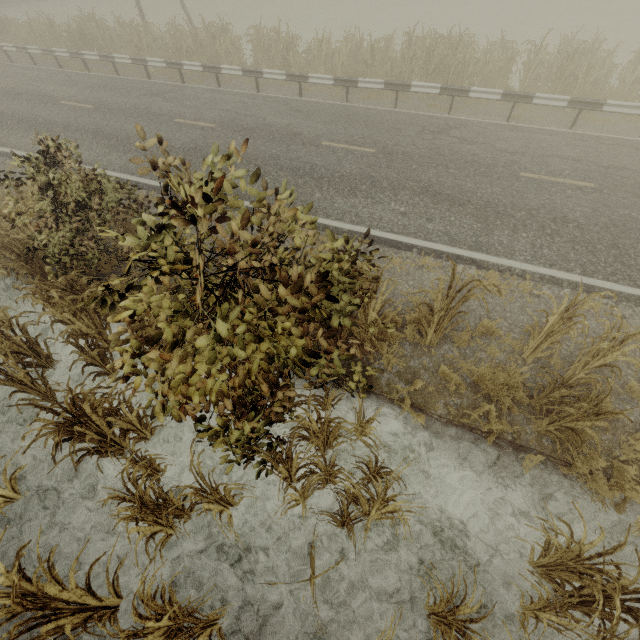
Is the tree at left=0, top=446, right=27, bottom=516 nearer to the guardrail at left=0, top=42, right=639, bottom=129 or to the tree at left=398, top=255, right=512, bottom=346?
the tree at left=398, top=255, right=512, bottom=346

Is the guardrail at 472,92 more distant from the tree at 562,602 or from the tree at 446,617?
the tree at 446,617

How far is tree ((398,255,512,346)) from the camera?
4.5 meters

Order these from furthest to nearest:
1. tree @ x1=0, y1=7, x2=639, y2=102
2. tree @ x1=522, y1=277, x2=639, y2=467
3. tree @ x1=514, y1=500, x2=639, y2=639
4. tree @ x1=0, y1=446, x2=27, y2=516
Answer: tree @ x1=0, y1=7, x2=639, y2=102
tree @ x1=0, y1=446, x2=27, y2=516
tree @ x1=522, y1=277, x2=639, y2=467
tree @ x1=514, y1=500, x2=639, y2=639

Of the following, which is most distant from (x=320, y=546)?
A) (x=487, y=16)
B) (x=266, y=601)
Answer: (x=487, y=16)

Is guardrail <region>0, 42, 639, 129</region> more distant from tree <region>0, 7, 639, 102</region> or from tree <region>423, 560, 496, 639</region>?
tree <region>423, 560, 496, 639</region>

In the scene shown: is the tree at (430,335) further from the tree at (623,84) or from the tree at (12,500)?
the tree at (623,84)

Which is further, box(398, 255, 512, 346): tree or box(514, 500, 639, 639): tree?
box(398, 255, 512, 346): tree
